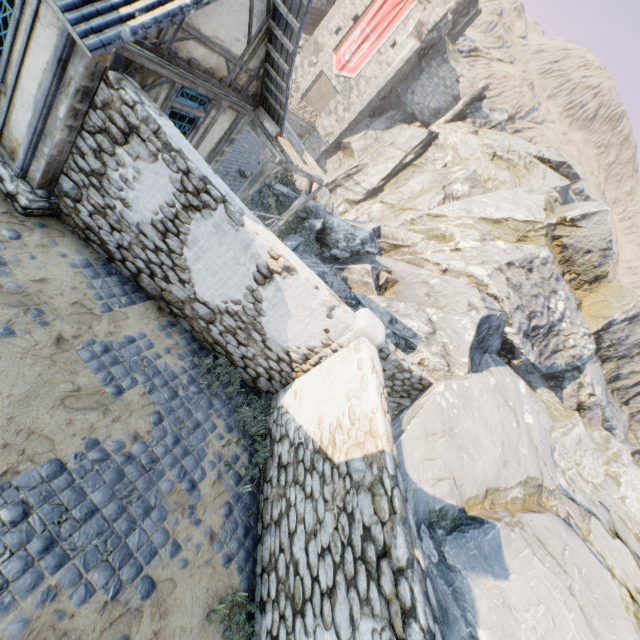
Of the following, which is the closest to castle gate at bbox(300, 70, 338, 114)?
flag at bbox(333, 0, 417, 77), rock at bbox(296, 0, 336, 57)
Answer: flag at bbox(333, 0, 417, 77)

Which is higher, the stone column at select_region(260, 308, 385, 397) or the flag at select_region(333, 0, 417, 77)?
the flag at select_region(333, 0, 417, 77)

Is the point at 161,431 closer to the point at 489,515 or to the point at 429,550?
the point at 429,550

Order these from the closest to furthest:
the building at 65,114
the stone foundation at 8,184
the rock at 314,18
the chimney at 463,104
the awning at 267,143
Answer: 1. the building at 65,114
2. the stone foundation at 8,184
3. the awning at 267,143
4. the chimney at 463,104
5. the rock at 314,18

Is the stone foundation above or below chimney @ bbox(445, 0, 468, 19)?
below

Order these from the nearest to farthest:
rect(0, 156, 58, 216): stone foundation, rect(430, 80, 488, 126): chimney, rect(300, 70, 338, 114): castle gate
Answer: rect(0, 156, 58, 216): stone foundation < rect(430, 80, 488, 126): chimney < rect(300, 70, 338, 114): castle gate

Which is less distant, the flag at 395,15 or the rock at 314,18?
the flag at 395,15

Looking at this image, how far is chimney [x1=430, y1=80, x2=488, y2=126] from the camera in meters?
31.2
